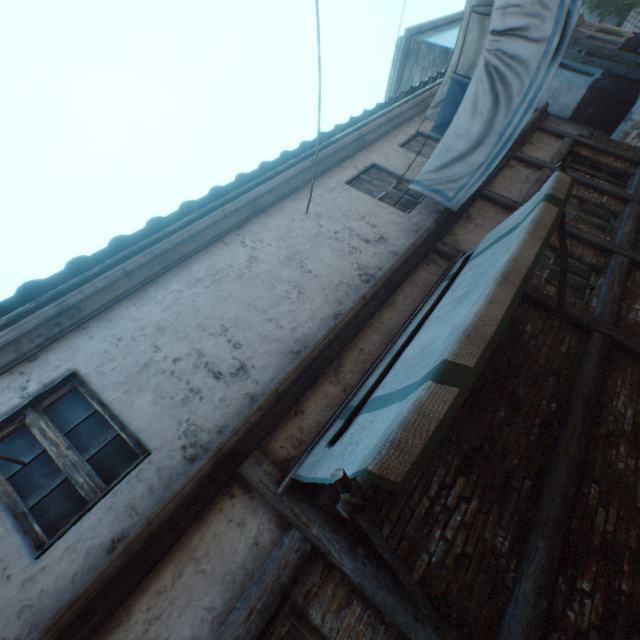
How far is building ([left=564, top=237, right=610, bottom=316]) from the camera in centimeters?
455cm

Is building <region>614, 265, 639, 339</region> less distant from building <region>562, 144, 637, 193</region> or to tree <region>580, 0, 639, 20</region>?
building <region>562, 144, 637, 193</region>

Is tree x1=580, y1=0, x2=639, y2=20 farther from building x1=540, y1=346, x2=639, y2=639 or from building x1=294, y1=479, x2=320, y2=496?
building x1=540, y1=346, x2=639, y2=639

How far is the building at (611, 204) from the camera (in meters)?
5.69

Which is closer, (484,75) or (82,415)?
(82,415)

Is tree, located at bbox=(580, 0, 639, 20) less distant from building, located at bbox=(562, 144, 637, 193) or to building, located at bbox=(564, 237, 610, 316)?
building, located at bbox=(562, 144, 637, 193)

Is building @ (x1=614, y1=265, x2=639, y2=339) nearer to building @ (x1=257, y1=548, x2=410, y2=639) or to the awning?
the awning
